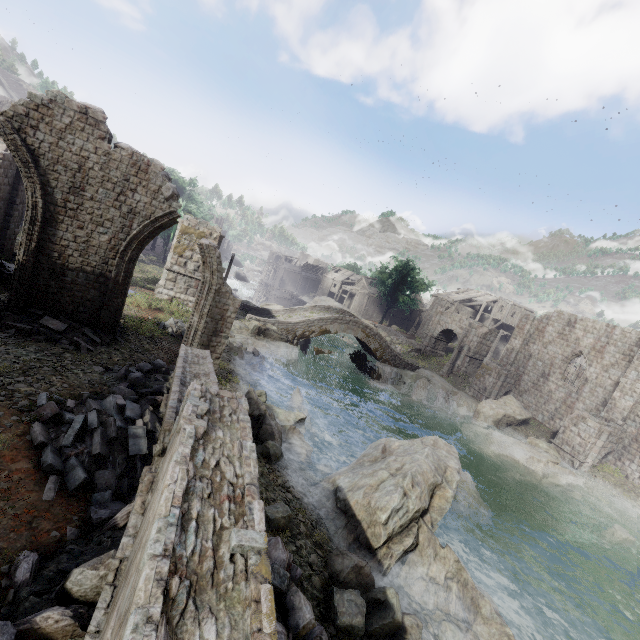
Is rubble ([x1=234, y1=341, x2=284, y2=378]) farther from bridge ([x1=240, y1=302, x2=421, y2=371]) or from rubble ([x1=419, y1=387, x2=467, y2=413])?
rubble ([x1=419, y1=387, x2=467, y2=413])

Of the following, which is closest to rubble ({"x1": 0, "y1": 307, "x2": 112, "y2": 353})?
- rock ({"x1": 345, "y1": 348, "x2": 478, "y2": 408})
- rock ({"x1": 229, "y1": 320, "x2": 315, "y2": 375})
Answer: rock ({"x1": 229, "y1": 320, "x2": 315, "y2": 375})

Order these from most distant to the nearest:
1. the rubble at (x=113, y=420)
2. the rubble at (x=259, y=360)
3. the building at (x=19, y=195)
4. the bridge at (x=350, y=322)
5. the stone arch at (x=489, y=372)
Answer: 1. the stone arch at (x=489, y=372)
2. the bridge at (x=350, y=322)
3. the rubble at (x=259, y=360)
4. the building at (x=19, y=195)
5. the rubble at (x=113, y=420)

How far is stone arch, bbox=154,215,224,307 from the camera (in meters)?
21.92

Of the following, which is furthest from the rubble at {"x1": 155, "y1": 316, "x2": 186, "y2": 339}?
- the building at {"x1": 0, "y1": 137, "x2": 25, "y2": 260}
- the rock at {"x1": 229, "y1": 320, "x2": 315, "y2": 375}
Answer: the building at {"x1": 0, "y1": 137, "x2": 25, "y2": 260}

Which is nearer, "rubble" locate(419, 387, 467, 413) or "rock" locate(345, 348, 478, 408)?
"rubble" locate(419, 387, 467, 413)

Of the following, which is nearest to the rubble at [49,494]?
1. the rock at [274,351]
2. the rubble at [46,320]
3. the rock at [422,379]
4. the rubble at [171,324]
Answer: the rubble at [46,320]

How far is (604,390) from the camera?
24.45m
